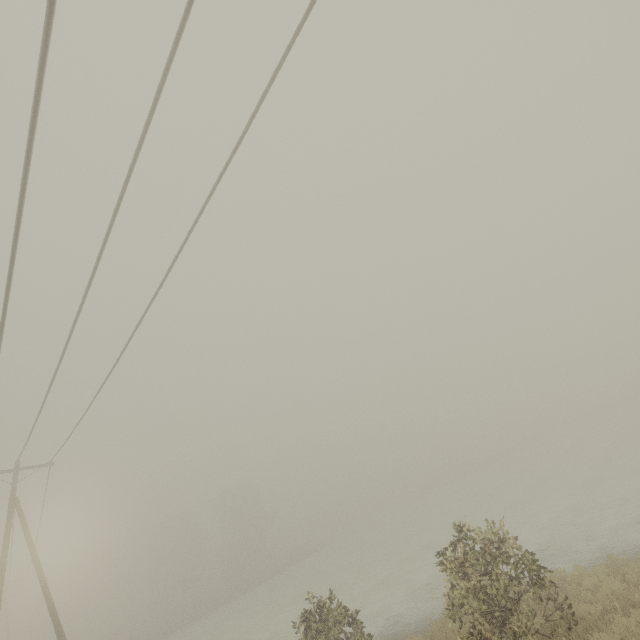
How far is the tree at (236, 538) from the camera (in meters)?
51.12

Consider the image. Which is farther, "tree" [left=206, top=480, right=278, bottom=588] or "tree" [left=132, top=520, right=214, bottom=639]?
"tree" [left=206, top=480, right=278, bottom=588]

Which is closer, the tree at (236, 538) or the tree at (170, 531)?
the tree at (170, 531)

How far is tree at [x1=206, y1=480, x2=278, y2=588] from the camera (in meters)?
51.12

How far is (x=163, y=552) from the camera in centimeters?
5719cm
